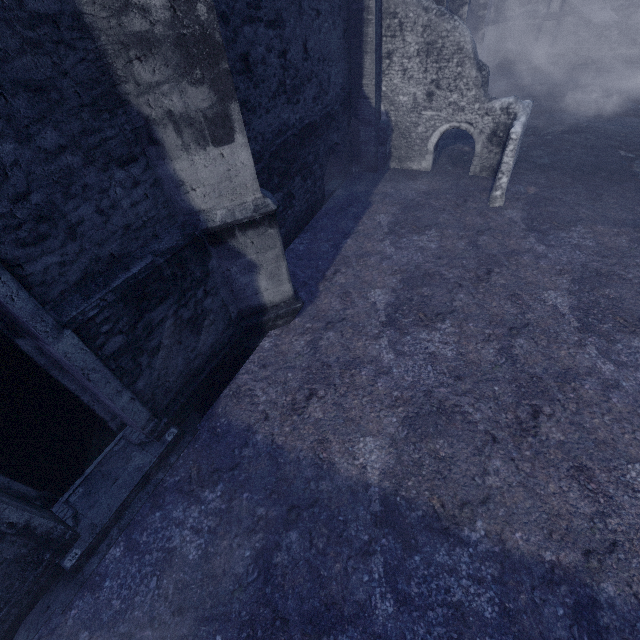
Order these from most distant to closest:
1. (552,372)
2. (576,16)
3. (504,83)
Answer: (504,83)
(576,16)
(552,372)

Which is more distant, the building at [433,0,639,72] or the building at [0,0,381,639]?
the building at [433,0,639,72]

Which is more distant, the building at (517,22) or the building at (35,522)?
the building at (517,22)
